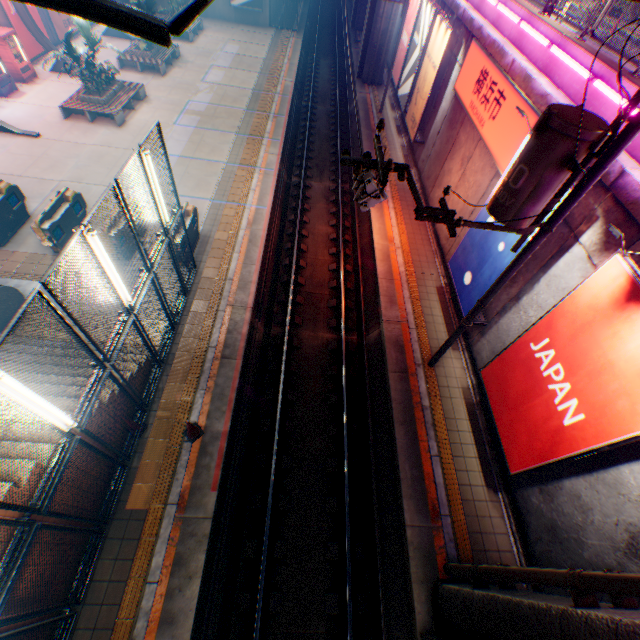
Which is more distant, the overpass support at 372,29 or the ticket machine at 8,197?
the overpass support at 372,29

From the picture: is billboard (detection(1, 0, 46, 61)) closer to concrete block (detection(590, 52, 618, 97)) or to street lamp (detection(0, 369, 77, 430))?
concrete block (detection(590, 52, 618, 97))

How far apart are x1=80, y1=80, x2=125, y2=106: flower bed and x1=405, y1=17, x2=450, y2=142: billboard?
15.27m

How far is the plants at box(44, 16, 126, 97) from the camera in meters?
14.2 m

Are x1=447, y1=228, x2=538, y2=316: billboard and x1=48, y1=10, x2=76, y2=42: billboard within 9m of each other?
no

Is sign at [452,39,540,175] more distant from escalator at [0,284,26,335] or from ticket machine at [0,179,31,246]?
ticket machine at [0,179,31,246]

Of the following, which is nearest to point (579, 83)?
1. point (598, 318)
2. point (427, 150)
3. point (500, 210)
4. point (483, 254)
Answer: point (483, 254)

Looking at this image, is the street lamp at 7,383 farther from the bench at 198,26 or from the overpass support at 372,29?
the bench at 198,26
